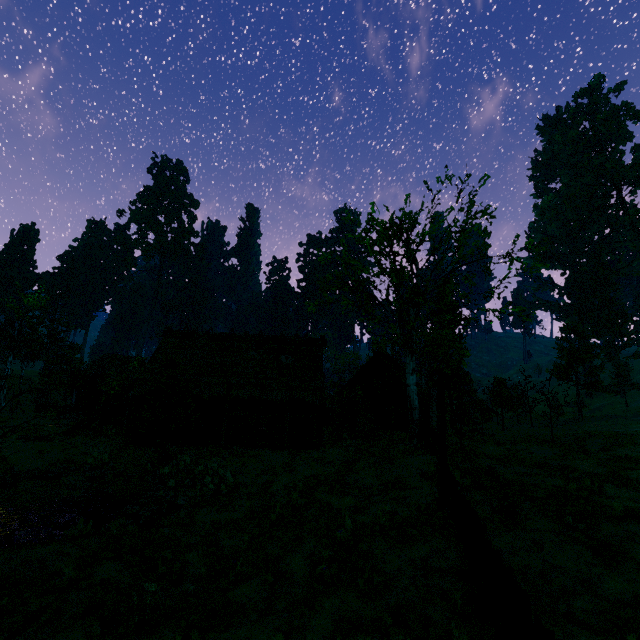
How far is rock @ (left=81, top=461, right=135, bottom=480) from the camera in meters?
16.2

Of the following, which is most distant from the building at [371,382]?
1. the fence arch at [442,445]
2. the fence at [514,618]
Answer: the fence arch at [442,445]

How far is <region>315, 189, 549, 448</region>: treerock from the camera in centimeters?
1836cm

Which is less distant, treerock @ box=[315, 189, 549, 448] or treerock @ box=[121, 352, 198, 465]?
treerock @ box=[121, 352, 198, 465]

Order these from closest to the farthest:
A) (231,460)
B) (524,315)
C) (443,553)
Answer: (443,553) < (231,460) < (524,315)

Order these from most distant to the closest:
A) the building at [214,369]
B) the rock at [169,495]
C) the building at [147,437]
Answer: the building at [214,369]
the building at [147,437]
the rock at [169,495]

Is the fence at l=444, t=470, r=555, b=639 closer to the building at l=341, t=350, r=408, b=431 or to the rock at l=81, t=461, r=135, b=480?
the building at l=341, t=350, r=408, b=431

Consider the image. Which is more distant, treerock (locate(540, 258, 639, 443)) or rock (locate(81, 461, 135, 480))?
treerock (locate(540, 258, 639, 443))
